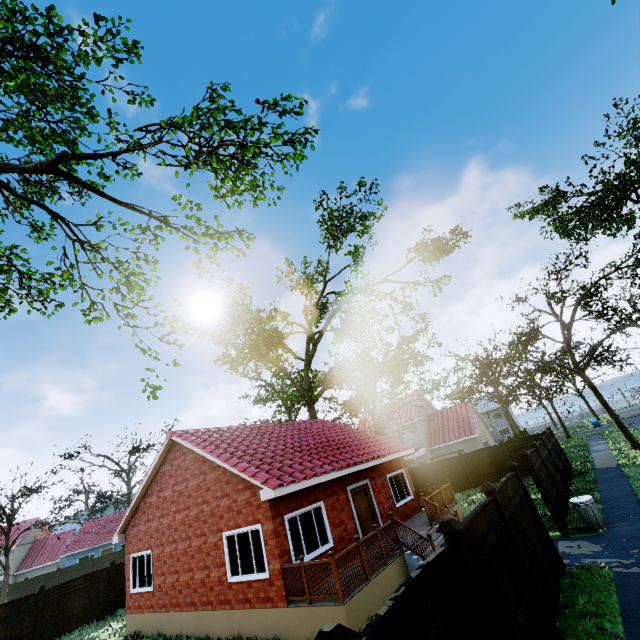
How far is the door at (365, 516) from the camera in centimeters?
1274cm

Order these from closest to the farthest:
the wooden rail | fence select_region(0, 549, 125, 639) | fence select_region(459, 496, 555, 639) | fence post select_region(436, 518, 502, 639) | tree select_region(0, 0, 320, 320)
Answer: fence post select_region(436, 518, 502, 639), fence select_region(459, 496, 555, 639), tree select_region(0, 0, 320, 320), the wooden rail, fence select_region(0, 549, 125, 639)

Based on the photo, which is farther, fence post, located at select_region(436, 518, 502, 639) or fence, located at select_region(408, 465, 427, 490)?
fence, located at select_region(408, 465, 427, 490)

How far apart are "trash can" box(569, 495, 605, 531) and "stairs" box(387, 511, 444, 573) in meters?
3.7 m

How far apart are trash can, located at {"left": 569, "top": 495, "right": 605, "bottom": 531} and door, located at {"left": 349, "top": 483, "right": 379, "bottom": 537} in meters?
6.9 m

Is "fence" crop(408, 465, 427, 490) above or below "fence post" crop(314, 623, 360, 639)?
below

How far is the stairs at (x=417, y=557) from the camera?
10.2 meters

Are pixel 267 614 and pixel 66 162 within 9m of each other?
no
